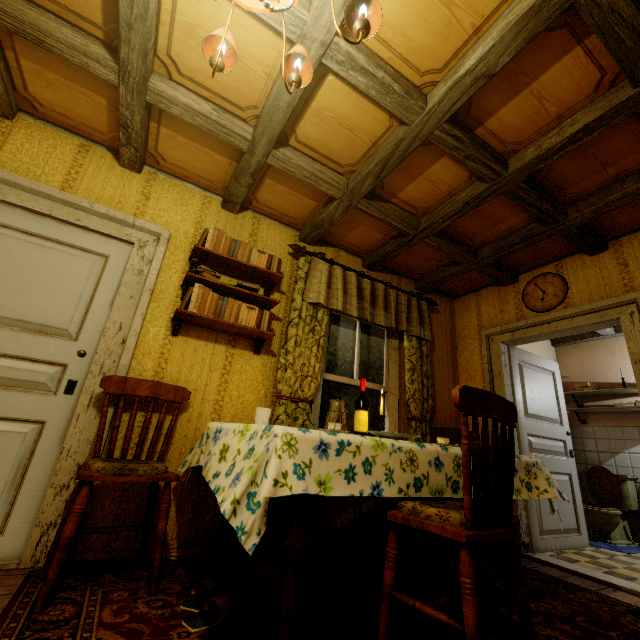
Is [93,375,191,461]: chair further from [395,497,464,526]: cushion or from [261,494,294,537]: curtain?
[395,497,464,526]: cushion

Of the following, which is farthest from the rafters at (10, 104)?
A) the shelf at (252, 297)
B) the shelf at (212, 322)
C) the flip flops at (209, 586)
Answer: the flip flops at (209, 586)

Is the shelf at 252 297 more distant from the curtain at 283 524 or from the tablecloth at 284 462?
the tablecloth at 284 462

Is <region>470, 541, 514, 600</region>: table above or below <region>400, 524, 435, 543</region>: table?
above

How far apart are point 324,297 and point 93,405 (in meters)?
2.00

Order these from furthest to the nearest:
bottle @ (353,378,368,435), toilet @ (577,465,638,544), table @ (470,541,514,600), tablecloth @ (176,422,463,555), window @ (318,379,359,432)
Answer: toilet @ (577,465,638,544), window @ (318,379,359,432), bottle @ (353,378,368,435), table @ (470,541,514,600), tablecloth @ (176,422,463,555)

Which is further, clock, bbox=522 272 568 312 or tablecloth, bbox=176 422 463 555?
→ clock, bbox=522 272 568 312

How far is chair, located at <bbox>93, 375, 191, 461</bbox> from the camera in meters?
2.0
